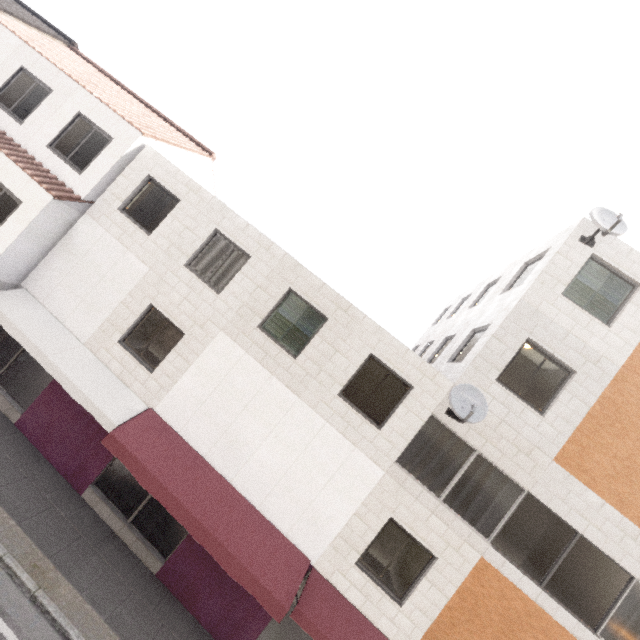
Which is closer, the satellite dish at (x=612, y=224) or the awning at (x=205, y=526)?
the awning at (x=205, y=526)

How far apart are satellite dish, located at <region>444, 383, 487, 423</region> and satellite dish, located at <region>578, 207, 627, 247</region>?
5.17m

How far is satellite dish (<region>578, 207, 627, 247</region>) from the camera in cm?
816

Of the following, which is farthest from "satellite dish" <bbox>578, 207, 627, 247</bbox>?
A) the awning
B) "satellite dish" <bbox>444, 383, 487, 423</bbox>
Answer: the awning

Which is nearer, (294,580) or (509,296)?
(294,580)

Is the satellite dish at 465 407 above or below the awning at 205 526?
above

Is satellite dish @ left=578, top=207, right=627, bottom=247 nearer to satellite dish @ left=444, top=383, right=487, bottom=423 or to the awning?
satellite dish @ left=444, top=383, right=487, bottom=423
